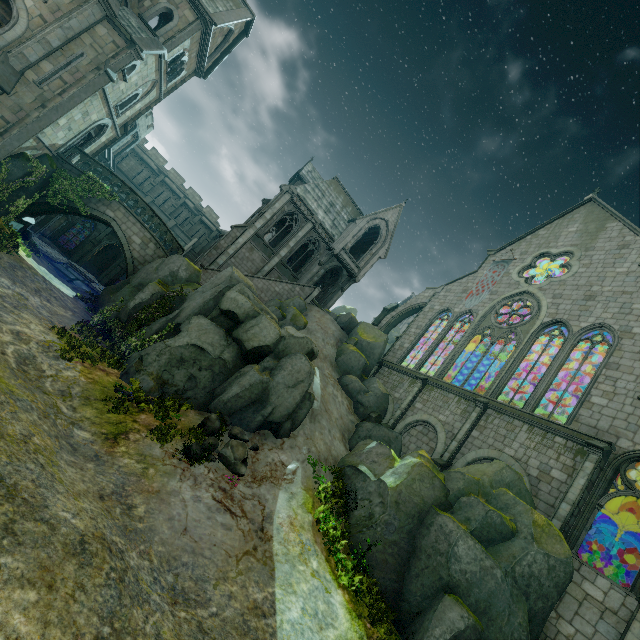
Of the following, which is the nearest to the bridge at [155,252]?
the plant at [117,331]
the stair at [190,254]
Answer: the plant at [117,331]

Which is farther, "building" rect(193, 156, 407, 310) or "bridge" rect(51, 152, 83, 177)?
"building" rect(193, 156, 407, 310)

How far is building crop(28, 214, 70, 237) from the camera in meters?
30.2 m

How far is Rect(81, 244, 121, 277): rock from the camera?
39.9 meters

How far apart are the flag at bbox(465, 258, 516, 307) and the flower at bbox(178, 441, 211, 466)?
22.8m

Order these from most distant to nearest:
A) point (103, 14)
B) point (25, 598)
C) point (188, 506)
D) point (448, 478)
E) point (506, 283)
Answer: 1. point (506, 283)
2. point (103, 14)
3. point (448, 478)
4. point (188, 506)
5. point (25, 598)

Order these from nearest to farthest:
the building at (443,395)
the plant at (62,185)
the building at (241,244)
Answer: the building at (443,395)
the plant at (62,185)
the building at (241,244)

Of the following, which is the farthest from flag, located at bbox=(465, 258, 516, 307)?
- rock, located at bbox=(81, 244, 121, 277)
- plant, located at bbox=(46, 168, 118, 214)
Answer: plant, located at bbox=(46, 168, 118, 214)
